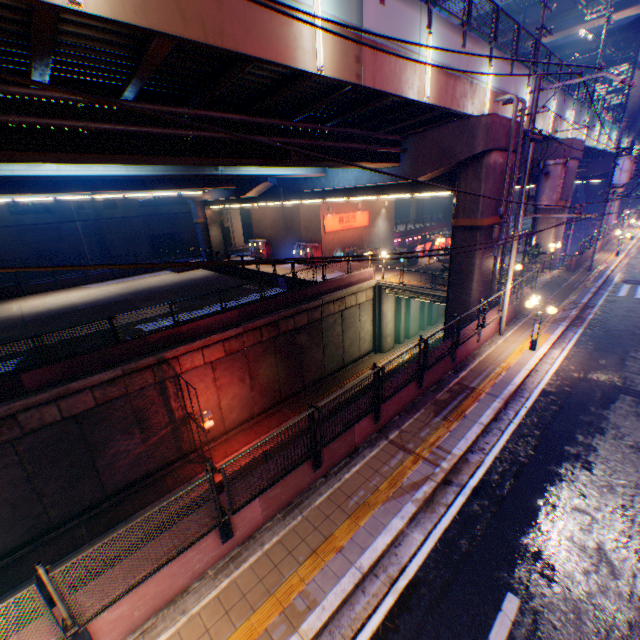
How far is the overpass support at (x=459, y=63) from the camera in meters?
10.9 m

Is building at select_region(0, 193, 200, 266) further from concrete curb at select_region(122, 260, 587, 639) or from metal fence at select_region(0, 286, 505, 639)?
concrete curb at select_region(122, 260, 587, 639)

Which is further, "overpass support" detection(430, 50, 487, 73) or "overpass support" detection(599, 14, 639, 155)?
"overpass support" detection(599, 14, 639, 155)

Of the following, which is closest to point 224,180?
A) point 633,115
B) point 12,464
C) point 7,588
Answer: point 12,464

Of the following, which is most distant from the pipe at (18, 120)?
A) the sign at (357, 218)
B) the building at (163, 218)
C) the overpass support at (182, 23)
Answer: the building at (163, 218)

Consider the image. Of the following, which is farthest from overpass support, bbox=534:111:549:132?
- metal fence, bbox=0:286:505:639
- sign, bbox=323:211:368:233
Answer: sign, bbox=323:211:368:233

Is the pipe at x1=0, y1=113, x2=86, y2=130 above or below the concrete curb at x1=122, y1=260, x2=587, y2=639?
above

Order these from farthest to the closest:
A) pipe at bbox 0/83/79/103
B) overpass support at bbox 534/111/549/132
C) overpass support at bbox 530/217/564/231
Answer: overpass support at bbox 530/217/564/231
overpass support at bbox 534/111/549/132
pipe at bbox 0/83/79/103
